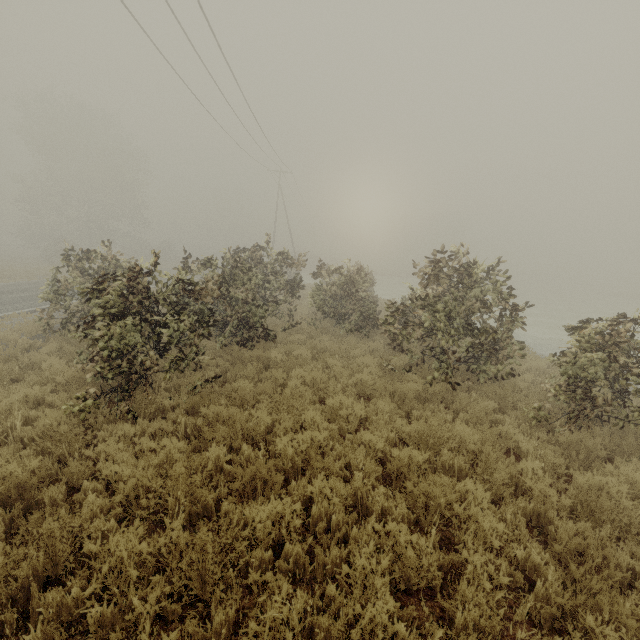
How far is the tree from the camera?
7.6 meters

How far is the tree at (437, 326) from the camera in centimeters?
757cm

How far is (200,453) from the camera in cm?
523
